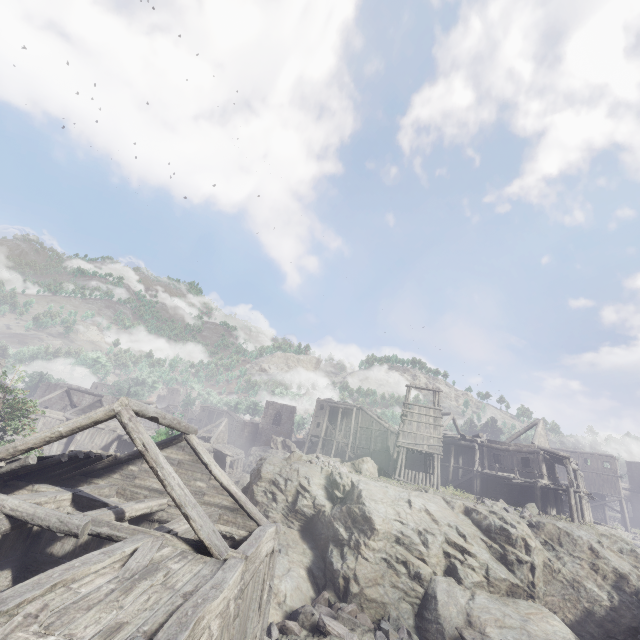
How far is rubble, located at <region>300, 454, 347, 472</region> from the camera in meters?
24.0

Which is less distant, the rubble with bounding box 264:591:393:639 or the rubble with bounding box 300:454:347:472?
the rubble with bounding box 264:591:393:639

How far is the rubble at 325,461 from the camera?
24.0 meters

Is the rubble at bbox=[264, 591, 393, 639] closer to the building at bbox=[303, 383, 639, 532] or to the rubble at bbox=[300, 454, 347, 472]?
the building at bbox=[303, 383, 639, 532]

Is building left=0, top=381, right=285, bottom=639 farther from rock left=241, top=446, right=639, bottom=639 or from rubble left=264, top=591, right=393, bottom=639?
rubble left=264, top=591, right=393, bottom=639

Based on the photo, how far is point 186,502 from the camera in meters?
8.6 m

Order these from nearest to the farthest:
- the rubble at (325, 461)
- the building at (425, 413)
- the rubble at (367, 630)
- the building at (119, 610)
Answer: the building at (119, 610) → the rubble at (367, 630) → the rubble at (325, 461) → the building at (425, 413)

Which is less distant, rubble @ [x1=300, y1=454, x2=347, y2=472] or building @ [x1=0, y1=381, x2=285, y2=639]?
building @ [x1=0, y1=381, x2=285, y2=639]
